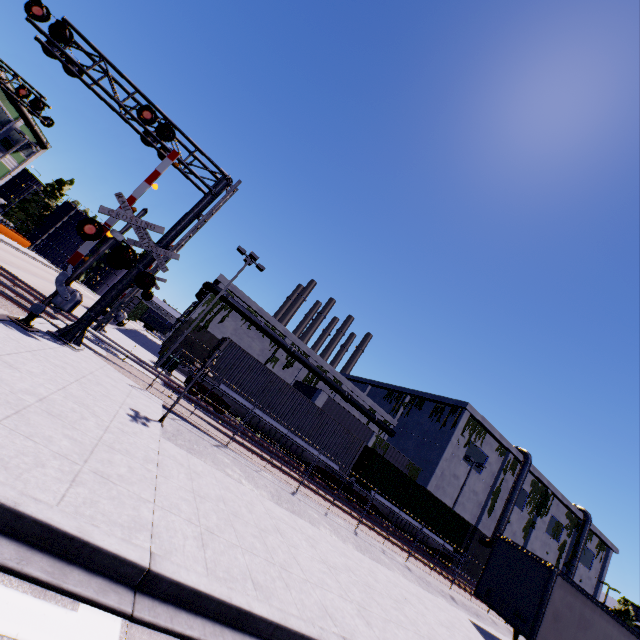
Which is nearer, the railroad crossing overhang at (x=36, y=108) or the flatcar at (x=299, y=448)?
the railroad crossing overhang at (x=36, y=108)

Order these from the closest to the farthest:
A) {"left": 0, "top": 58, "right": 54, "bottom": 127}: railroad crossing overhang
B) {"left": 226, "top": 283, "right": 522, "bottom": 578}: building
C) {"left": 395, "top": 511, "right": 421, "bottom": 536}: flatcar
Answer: {"left": 0, "top": 58, "right": 54, "bottom": 127}: railroad crossing overhang → {"left": 395, "top": 511, "right": 421, "bottom": 536}: flatcar → {"left": 226, "top": 283, "right": 522, "bottom": 578}: building

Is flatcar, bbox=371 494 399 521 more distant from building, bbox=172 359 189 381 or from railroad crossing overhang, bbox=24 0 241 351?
railroad crossing overhang, bbox=24 0 241 351

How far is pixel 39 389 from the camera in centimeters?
630cm

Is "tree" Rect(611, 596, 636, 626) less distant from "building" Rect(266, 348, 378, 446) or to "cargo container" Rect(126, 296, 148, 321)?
"building" Rect(266, 348, 378, 446)

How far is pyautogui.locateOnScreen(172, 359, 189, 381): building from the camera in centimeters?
2617cm

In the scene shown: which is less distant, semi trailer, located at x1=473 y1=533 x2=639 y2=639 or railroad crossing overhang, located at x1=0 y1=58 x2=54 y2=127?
semi trailer, located at x1=473 y1=533 x2=639 y2=639

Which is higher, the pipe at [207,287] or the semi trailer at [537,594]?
the pipe at [207,287]
